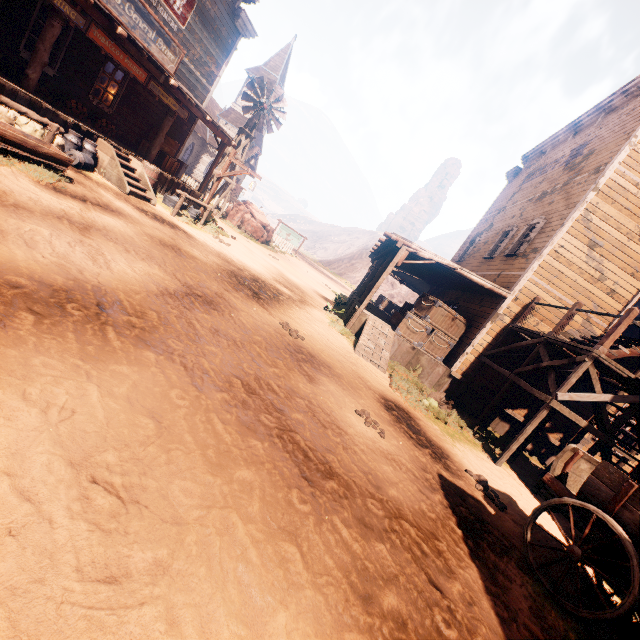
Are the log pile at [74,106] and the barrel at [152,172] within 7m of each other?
yes

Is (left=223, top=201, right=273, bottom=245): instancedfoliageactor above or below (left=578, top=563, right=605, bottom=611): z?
above

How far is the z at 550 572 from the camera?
4.0 meters

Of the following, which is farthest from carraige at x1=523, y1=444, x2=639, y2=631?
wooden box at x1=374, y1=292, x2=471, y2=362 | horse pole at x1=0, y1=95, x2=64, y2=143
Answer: horse pole at x1=0, y1=95, x2=64, y2=143

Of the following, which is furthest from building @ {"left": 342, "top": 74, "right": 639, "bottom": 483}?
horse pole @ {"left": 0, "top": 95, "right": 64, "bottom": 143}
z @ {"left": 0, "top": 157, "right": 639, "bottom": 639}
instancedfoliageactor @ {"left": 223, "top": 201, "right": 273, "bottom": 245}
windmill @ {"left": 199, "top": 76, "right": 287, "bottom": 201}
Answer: instancedfoliageactor @ {"left": 223, "top": 201, "right": 273, "bottom": 245}

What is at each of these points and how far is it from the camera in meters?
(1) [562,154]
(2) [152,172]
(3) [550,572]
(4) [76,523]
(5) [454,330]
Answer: (1) building, 14.1
(2) barrel, 11.2
(3) z, 4.3
(4) z, 1.6
(5) wooden box, 11.7

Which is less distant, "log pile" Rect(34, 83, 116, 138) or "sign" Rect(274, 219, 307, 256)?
"log pile" Rect(34, 83, 116, 138)

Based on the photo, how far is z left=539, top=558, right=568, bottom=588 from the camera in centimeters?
402cm
